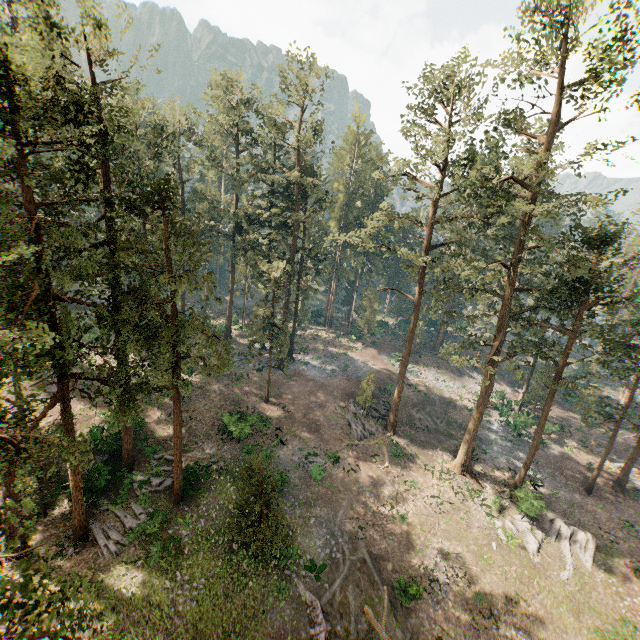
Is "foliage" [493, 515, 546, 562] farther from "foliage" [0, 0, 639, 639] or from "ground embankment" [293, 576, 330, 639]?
"ground embankment" [293, 576, 330, 639]

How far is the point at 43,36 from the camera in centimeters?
1656cm

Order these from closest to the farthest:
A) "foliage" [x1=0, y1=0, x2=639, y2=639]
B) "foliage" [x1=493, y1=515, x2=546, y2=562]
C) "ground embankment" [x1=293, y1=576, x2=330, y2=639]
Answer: "foliage" [x1=0, y1=0, x2=639, y2=639]
"ground embankment" [x1=293, y1=576, x2=330, y2=639]
"foliage" [x1=493, y1=515, x2=546, y2=562]

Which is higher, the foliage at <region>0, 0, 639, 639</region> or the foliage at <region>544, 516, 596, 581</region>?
the foliage at <region>0, 0, 639, 639</region>

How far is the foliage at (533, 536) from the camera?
25.7 meters

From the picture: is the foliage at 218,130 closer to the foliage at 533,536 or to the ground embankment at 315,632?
the foliage at 533,536
